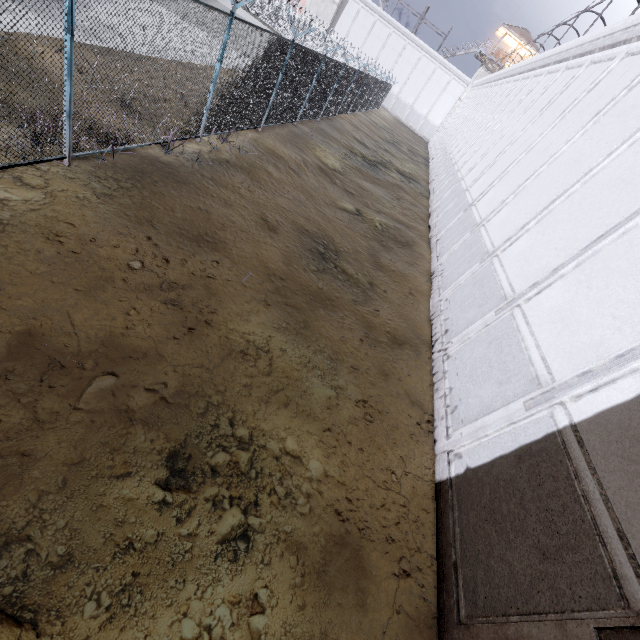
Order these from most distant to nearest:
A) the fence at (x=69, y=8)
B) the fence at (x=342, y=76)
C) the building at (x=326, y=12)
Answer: the building at (x=326, y=12) → the fence at (x=342, y=76) → the fence at (x=69, y=8)

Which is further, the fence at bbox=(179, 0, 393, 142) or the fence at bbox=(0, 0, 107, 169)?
the fence at bbox=(179, 0, 393, 142)

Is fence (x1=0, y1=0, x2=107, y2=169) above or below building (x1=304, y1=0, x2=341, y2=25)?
below

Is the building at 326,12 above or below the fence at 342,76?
above

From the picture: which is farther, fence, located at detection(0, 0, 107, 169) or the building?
the building

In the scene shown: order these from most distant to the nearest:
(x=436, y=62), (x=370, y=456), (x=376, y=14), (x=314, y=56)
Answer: (x=436, y=62) → (x=376, y=14) → (x=314, y=56) → (x=370, y=456)
